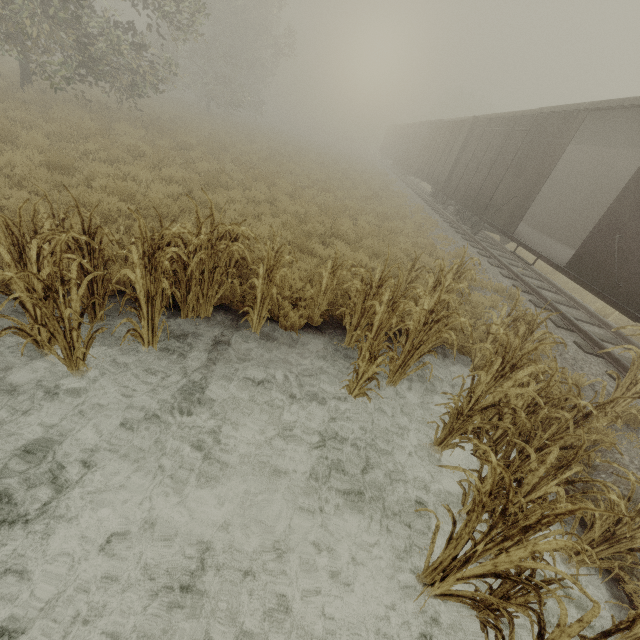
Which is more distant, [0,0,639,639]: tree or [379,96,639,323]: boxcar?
[379,96,639,323]: boxcar

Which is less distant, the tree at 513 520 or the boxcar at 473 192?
the tree at 513 520

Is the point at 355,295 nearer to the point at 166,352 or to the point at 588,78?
the point at 166,352
